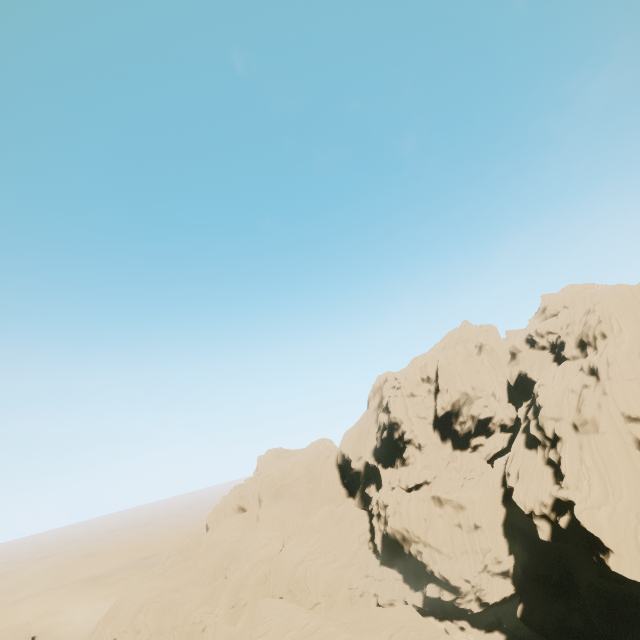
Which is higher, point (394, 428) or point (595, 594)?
point (394, 428)

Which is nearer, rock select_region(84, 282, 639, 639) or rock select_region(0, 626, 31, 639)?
rock select_region(84, 282, 639, 639)

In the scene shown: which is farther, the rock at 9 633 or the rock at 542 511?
the rock at 9 633
